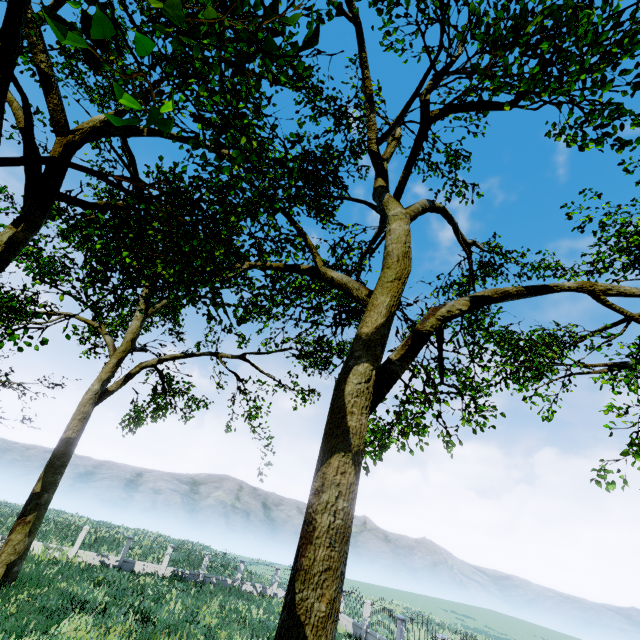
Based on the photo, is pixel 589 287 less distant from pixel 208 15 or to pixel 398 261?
pixel 398 261

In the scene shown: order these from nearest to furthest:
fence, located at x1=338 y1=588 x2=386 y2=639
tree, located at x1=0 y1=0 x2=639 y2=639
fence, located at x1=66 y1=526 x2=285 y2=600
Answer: tree, located at x1=0 y1=0 x2=639 y2=639
fence, located at x1=338 y1=588 x2=386 y2=639
fence, located at x1=66 y1=526 x2=285 y2=600

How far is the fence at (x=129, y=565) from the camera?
22.5m

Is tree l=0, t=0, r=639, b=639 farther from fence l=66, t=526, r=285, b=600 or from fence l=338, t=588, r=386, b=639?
fence l=66, t=526, r=285, b=600

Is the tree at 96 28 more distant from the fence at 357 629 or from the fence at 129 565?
the fence at 129 565

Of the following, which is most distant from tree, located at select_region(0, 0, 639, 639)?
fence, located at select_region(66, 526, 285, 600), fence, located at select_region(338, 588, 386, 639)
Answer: fence, located at select_region(66, 526, 285, 600)
